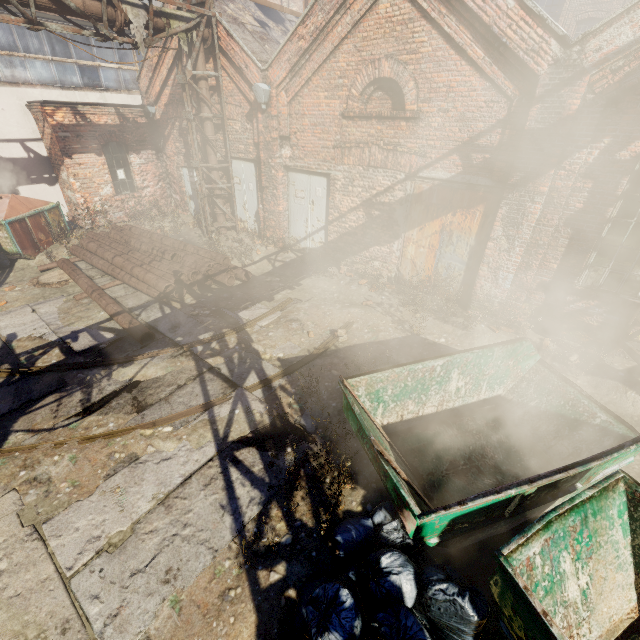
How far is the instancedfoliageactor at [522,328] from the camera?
6.89m

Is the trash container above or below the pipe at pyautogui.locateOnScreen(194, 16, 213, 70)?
below

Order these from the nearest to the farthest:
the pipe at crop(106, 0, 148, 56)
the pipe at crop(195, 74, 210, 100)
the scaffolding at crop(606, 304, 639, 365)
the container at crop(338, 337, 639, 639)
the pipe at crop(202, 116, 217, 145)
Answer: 1. the container at crop(338, 337, 639, 639)
2. the scaffolding at crop(606, 304, 639, 365)
3. the pipe at crop(106, 0, 148, 56)
4. the pipe at crop(195, 74, 210, 100)
5. the pipe at crop(202, 116, 217, 145)

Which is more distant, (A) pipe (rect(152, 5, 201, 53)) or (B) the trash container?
(B) the trash container

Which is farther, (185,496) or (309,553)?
(185,496)

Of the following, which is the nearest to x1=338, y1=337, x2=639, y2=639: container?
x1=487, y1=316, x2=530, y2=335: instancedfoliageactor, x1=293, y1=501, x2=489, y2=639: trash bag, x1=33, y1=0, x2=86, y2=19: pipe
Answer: x1=293, y1=501, x2=489, y2=639: trash bag

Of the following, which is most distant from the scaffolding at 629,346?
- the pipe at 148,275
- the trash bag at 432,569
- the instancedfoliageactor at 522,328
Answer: the pipe at 148,275

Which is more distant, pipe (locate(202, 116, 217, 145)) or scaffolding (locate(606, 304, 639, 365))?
pipe (locate(202, 116, 217, 145))
